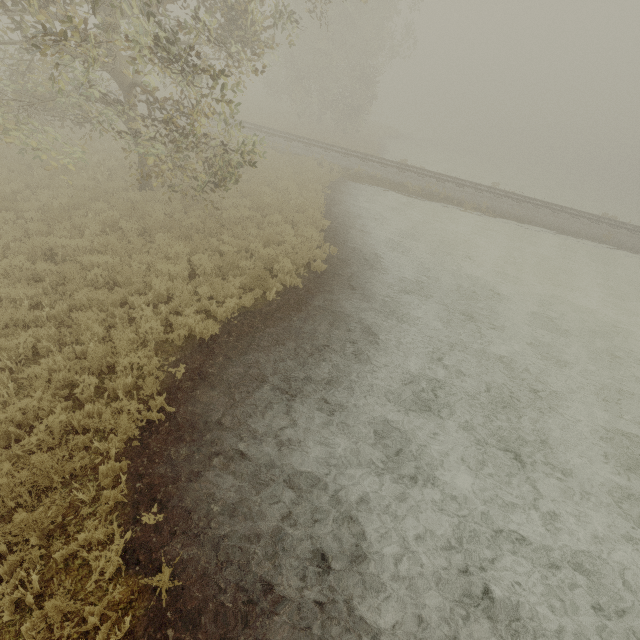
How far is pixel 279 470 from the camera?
5.7m
